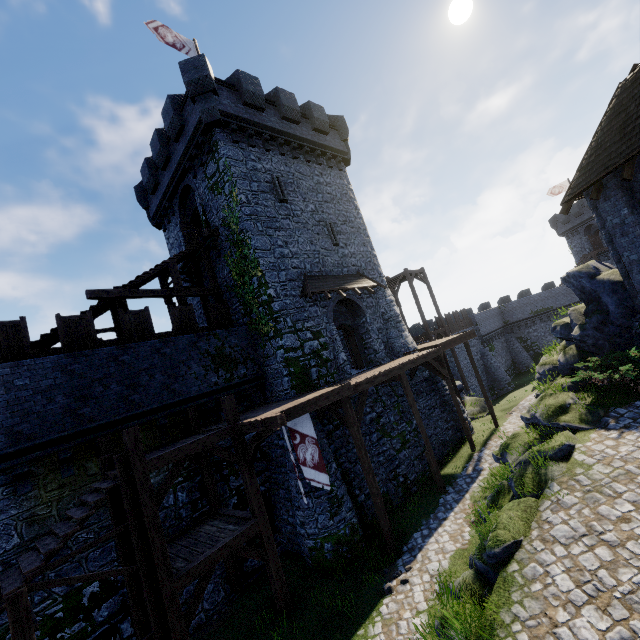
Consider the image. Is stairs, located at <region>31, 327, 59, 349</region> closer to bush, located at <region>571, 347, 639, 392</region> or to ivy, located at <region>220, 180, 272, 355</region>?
ivy, located at <region>220, 180, 272, 355</region>

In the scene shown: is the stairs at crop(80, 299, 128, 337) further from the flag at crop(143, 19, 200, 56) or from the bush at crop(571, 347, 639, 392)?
the bush at crop(571, 347, 639, 392)

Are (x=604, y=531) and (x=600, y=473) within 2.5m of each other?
yes

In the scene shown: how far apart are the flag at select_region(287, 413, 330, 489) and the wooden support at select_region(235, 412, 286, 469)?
0.8m

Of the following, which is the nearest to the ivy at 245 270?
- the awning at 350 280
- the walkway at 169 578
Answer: the walkway at 169 578

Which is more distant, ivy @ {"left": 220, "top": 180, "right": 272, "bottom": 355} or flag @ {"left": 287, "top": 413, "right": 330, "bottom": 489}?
ivy @ {"left": 220, "top": 180, "right": 272, "bottom": 355}

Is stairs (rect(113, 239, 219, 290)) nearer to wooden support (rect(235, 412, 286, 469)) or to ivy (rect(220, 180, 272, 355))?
ivy (rect(220, 180, 272, 355))

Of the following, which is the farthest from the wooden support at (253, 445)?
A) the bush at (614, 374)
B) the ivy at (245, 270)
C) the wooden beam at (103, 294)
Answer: the bush at (614, 374)
